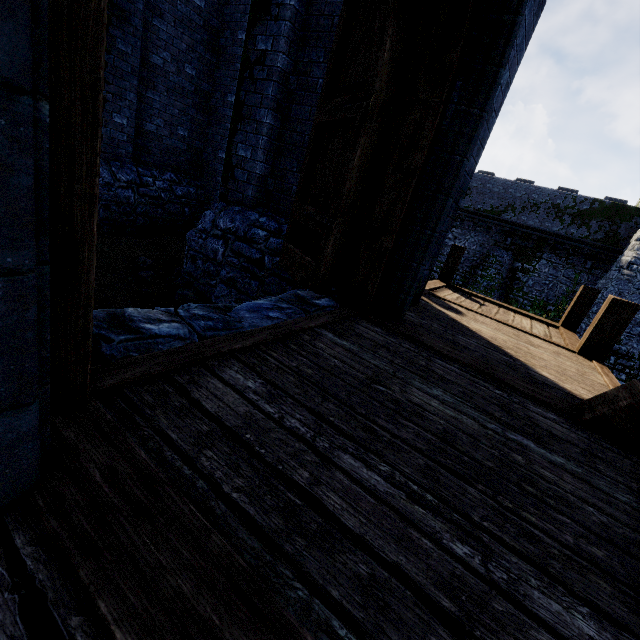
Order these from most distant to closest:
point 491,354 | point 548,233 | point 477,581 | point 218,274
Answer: point 548,233
point 218,274
point 491,354
point 477,581

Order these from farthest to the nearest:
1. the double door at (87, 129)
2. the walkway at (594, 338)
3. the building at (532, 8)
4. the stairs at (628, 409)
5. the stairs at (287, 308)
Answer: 1. the walkway at (594, 338)
2. the building at (532, 8)
3. the stairs at (628, 409)
4. the stairs at (287, 308)
5. the double door at (87, 129)

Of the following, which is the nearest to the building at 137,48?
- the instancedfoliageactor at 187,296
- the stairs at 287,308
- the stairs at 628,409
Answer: the stairs at 287,308

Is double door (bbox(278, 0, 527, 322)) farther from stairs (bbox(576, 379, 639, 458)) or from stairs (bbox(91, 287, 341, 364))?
stairs (bbox(576, 379, 639, 458))

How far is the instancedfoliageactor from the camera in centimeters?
509cm

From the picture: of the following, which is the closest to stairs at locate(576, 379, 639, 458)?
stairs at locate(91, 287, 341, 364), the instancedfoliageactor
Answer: stairs at locate(91, 287, 341, 364)

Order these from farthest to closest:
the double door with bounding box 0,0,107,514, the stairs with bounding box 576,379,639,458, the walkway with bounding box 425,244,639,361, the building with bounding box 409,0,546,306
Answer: the walkway with bounding box 425,244,639,361 → the building with bounding box 409,0,546,306 → the stairs with bounding box 576,379,639,458 → the double door with bounding box 0,0,107,514

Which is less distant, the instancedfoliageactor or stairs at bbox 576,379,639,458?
stairs at bbox 576,379,639,458
